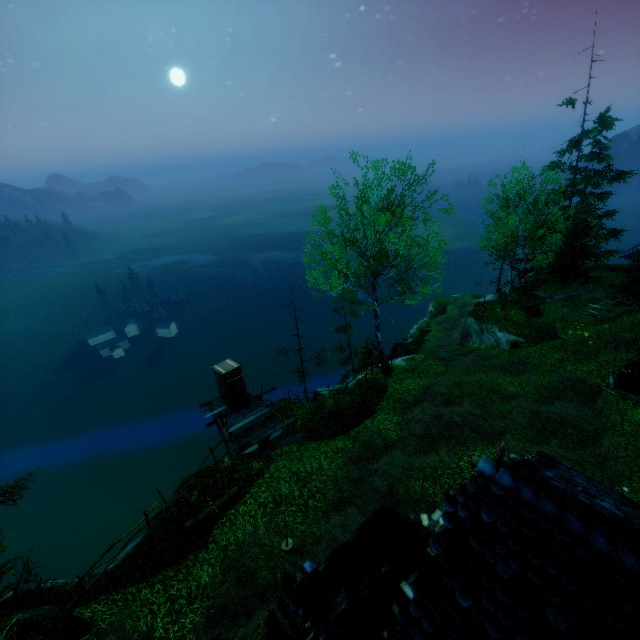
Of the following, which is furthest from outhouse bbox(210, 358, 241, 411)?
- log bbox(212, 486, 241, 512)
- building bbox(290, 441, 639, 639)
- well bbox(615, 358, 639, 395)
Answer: well bbox(615, 358, 639, 395)

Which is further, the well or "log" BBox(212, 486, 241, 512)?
the well

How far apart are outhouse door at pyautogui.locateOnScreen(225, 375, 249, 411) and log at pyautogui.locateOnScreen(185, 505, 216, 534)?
5.6m

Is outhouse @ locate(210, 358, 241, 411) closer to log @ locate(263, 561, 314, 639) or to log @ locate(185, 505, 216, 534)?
log @ locate(185, 505, 216, 534)

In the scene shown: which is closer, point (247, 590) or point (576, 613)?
point (576, 613)

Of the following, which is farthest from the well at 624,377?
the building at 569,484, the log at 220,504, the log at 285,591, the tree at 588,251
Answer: the log at 220,504

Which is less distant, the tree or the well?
the well
